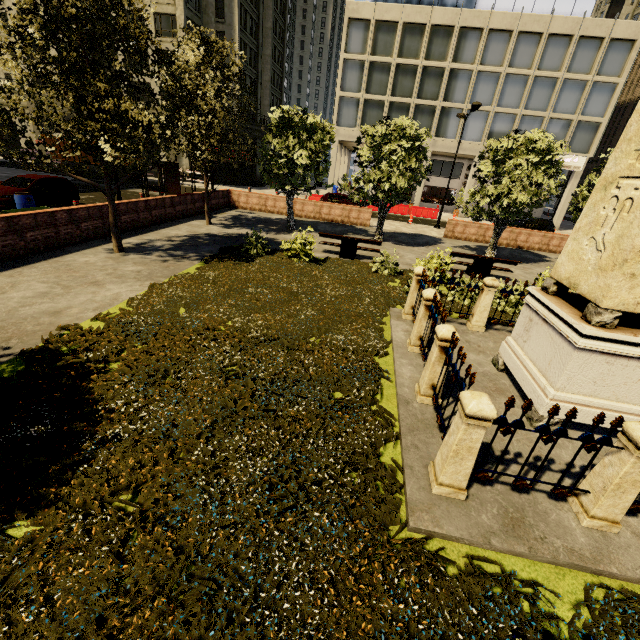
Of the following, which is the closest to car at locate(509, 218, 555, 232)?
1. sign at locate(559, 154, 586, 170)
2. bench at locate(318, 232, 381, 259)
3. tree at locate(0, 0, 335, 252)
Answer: sign at locate(559, 154, 586, 170)

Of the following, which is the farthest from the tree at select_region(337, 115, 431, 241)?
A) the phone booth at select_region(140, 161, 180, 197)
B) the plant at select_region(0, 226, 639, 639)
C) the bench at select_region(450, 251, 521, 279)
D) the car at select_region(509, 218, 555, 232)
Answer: the car at select_region(509, 218, 555, 232)

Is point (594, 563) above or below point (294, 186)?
below

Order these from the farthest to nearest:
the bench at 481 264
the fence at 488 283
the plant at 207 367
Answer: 1. the bench at 481 264
2. the fence at 488 283
3. the plant at 207 367

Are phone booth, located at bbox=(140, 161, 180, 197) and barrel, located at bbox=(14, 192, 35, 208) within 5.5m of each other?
yes

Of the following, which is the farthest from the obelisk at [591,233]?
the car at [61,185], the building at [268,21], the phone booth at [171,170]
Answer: the building at [268,21]

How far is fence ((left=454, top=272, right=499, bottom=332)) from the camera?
7.8m

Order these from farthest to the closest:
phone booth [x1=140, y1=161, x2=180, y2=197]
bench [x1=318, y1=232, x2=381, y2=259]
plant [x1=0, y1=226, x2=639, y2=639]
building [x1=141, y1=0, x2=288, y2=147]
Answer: building [x1=141, y1=0, x2=288, y2=147], phone booth [x1=140, y1=161, x2=180, y2=197], bench [x1=318, y1=232, x2=381, y2=259], plant [x1=0, y1=226, x2=639, y2=639]
